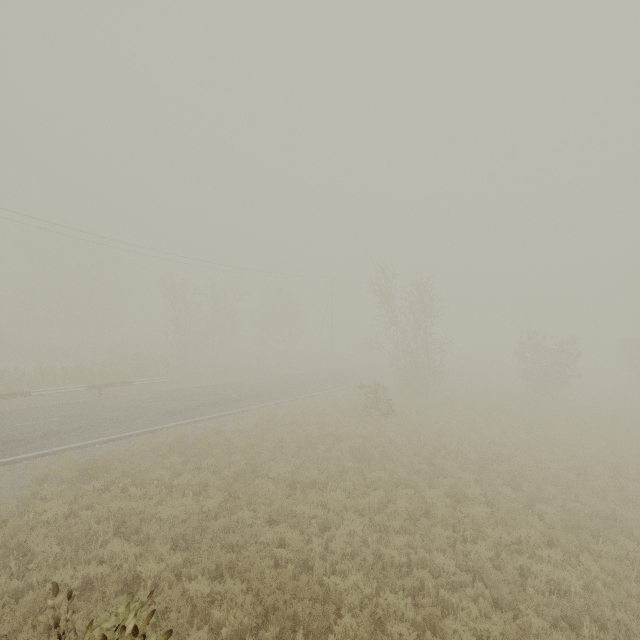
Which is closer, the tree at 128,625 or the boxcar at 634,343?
the tree at 128,625

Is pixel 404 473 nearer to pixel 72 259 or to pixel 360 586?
pixel 360 586

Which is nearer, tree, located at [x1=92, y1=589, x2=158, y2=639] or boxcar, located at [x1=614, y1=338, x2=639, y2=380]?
tree, located at [x1=92, y1=589, x2=158, y2=639]
